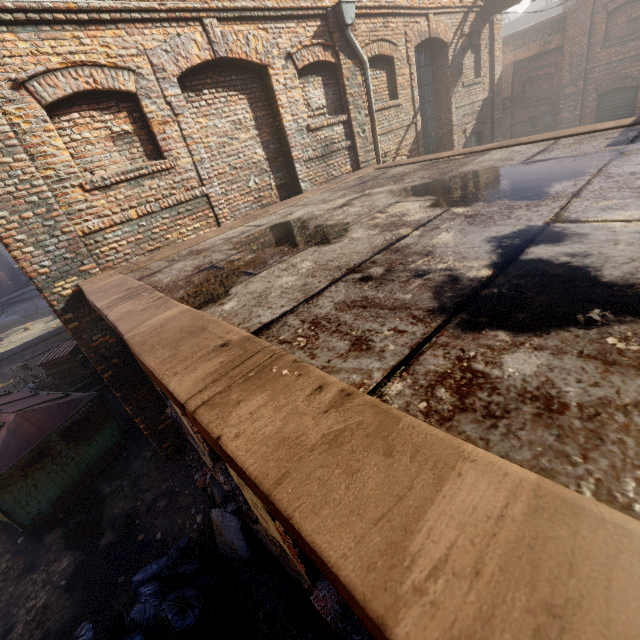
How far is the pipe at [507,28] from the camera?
25.2 meters

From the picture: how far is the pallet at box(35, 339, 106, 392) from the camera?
8.9 meters

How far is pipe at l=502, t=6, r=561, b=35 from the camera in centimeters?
2525cm

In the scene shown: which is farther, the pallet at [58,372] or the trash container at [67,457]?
the pallet at [58,372]

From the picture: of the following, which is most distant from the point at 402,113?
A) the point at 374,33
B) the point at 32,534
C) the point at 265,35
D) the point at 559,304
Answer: the point at 32,534

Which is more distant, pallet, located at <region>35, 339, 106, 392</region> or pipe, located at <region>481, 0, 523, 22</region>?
pipe, located at <region>481, 0, 523, 22</region>

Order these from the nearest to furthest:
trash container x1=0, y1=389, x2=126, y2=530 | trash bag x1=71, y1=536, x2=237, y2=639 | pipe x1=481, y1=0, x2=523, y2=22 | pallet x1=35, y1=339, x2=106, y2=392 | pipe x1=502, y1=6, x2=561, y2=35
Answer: trash bag x1=71, y1=536, x2=237, y2=639
trash container x1=0, y1=389, x2=126, y2=530
pallet x1=35, y1=339, x2=106, y2=392
pipe x1=481, y1=0, x2=523, y2=22
pipe x1=502, y1=6, x2=561, y2=35

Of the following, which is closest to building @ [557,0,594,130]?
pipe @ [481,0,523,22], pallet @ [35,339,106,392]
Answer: pipe @ [481,0,523,22]
